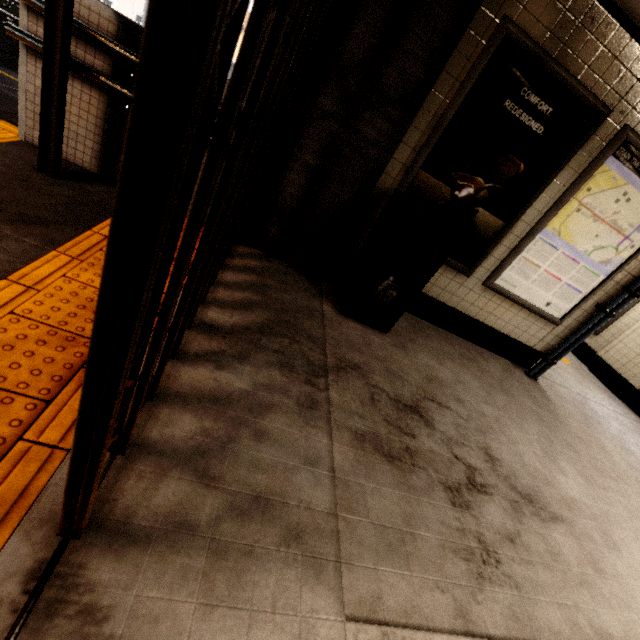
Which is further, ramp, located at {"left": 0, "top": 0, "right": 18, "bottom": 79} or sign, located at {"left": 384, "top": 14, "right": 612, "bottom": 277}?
ramp, located at {"left": 0, "top": 0, "right": 18, "bottom": 79}

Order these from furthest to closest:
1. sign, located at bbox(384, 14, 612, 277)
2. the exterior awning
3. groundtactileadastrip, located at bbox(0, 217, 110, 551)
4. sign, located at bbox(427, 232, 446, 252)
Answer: sign, located at bbox(427, 232, 446, 252) < sign, located at bbox(384, 14, 612, 277) < the exterior awning < groundtactileadastrip, located at bbox(0, 217, 110, 551)

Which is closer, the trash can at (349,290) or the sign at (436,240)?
the trash can at (349,290)

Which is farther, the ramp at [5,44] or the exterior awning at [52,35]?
the ramp at [5,44]

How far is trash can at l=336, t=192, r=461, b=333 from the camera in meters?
2.7 m

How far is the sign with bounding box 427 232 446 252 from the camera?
3.4m

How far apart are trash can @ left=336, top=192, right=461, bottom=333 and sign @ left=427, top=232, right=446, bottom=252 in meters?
0.1 m

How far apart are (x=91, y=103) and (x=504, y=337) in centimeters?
494cm
